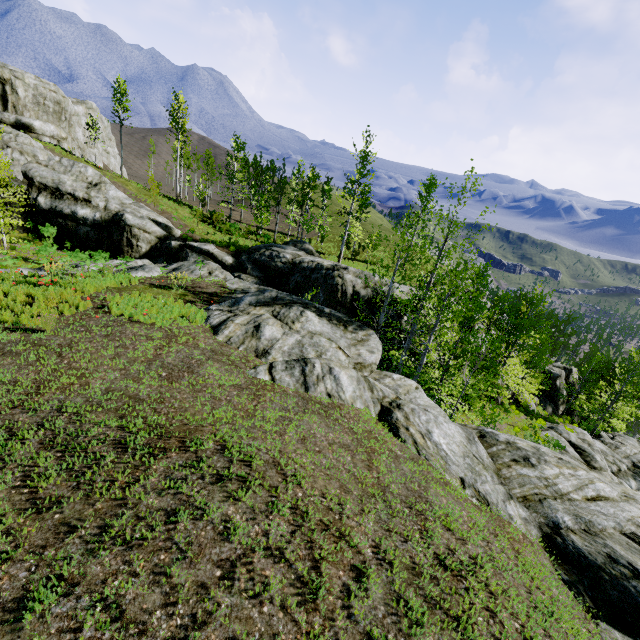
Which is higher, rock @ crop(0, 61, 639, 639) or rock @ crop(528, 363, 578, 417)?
rock @ crop(0, 61, 639, 639)

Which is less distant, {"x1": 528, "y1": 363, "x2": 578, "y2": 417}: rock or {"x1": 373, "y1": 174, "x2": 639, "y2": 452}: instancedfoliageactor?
{"x1": 373, "y1": 174, "x2": 639, "y2": 452}: instancedfoliageactor

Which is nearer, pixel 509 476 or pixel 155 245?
pixel 509 476

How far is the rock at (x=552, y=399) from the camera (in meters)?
37.91

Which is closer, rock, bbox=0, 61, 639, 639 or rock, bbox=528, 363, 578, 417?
rock, bbox=0, 61, 639, 639

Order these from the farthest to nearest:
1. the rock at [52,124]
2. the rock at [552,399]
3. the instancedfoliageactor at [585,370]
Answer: the rock at [552,399]
the instancedfoliageactor at [585,370]
the rock at [52,124]

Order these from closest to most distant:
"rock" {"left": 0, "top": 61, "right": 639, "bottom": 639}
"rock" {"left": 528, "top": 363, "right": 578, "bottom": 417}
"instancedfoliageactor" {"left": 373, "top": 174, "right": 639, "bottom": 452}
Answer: "rock" {"left": 0, "top": 61, "right": 639, "bottom": 639} < "instancedfoliageactor" {"left": 373, "top": 174, "right": 639, "bottom": 452} < "rock" {"left": 528, "top": 363, "right": 578, "bottom": 417}

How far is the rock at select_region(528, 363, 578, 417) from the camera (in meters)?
37.91
